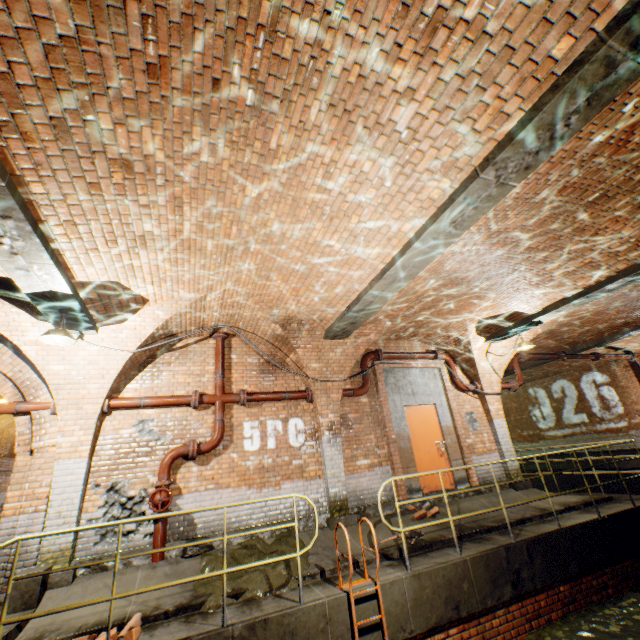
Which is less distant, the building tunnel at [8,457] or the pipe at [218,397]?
the pipe at [218,397]

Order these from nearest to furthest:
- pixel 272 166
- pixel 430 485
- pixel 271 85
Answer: pixel 271 85
pixel 272 166
pixel 430 485

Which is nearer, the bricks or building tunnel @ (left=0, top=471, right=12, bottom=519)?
the bricks

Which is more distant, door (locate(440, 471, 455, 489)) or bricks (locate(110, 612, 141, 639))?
door (locate(440, 471, 455, 489))

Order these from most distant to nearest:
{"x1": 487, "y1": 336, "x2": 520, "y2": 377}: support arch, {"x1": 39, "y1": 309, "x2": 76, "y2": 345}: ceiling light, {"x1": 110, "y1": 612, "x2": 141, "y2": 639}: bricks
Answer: {"x1": 487, "y1": 336, "x2": 520, "y2": 377}: support arch < {"x1": 39, "y1": 309, "x2": 76, "y2": 345}: ceiling light < {"x1": 110, "y1": 612, "x2": 141, "y2": 639}: bricks

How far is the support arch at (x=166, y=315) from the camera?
5.9 meters

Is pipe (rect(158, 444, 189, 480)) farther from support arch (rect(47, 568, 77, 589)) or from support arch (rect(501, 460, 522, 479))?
support arch (rect(501, 460, 522, 479))

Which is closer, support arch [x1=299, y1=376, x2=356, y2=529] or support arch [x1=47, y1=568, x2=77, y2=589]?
support arch [x1=47, y1=568, x2=77, y2=589]
